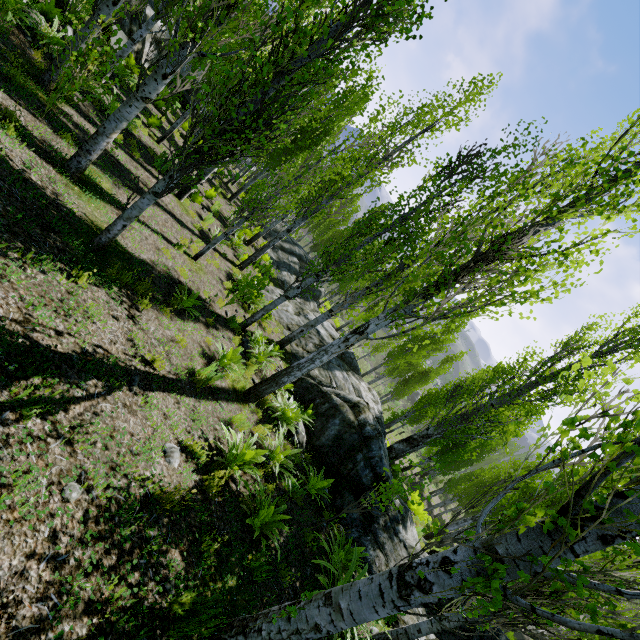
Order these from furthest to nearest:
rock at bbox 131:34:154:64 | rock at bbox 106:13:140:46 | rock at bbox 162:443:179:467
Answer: rock at bbox 131:34:154:64 < rock at bbox 106:13:140:46 < rock at bbox 162:443:179:467

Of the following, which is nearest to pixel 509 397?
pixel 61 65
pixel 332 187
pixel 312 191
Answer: pixel 332 187

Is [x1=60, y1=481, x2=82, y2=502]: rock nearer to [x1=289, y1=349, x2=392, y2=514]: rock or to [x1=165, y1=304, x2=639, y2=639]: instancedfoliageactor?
[x1=165, y1=304, x2=639, y2=639]: instancedfoliageactor

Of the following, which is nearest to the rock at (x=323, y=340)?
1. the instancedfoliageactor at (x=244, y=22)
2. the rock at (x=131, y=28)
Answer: the instancedfoliageactor at (x=244, y=22)

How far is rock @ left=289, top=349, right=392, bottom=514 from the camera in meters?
9.0

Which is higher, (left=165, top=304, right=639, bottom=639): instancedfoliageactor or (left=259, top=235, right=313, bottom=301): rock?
(left=165, top=304, right=639, bottom=639): instancedfoliageactor

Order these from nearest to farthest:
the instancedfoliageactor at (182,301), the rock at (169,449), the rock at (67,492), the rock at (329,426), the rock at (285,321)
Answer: the rock at (67,492) → the rock at (169,449) → the instancedfoliageactor at (182,301) → the rock at (329,426) → the rock at (285,321)
